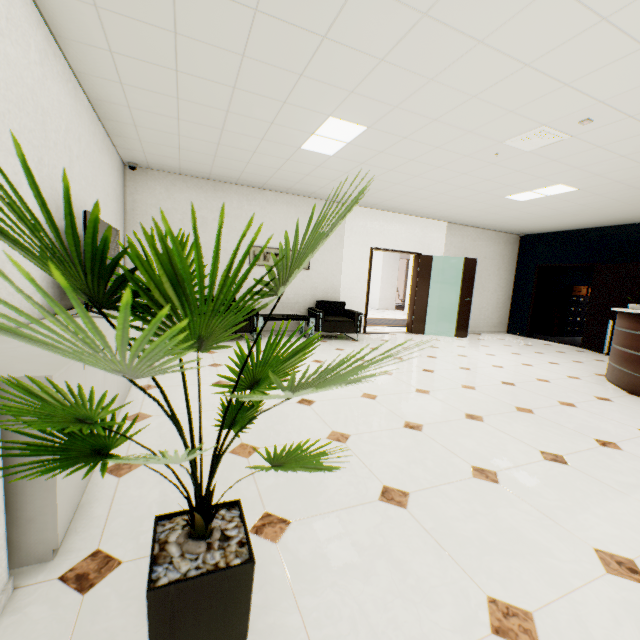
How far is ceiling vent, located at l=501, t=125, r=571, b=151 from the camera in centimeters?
345cm

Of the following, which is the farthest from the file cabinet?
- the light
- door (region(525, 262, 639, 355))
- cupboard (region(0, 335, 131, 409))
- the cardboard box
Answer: cupboard (region(0, 335, 131, 409))

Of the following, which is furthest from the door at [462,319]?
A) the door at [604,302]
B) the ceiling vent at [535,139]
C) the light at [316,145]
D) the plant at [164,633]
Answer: the plant at [164,633]

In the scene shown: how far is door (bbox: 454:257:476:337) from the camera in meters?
8.1 m

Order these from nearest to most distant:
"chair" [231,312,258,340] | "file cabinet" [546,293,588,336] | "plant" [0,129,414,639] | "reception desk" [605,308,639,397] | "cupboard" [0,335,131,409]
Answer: "plant" [0,129,414,639] < "cupboard" [0,335,131,409] < "reception desk" [605,308,639,397] < "chair" [231,312,258,340] < "file cabinet" [546,293,588,336]

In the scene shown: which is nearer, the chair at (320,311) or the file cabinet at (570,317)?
the chair at (320,311)

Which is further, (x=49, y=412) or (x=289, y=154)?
(x=289, y=154)

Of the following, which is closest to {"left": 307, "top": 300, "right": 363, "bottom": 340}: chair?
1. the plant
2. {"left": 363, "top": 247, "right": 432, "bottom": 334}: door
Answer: {"left": 363, "top": 247, "right": 432, "bottom": 334}: door
